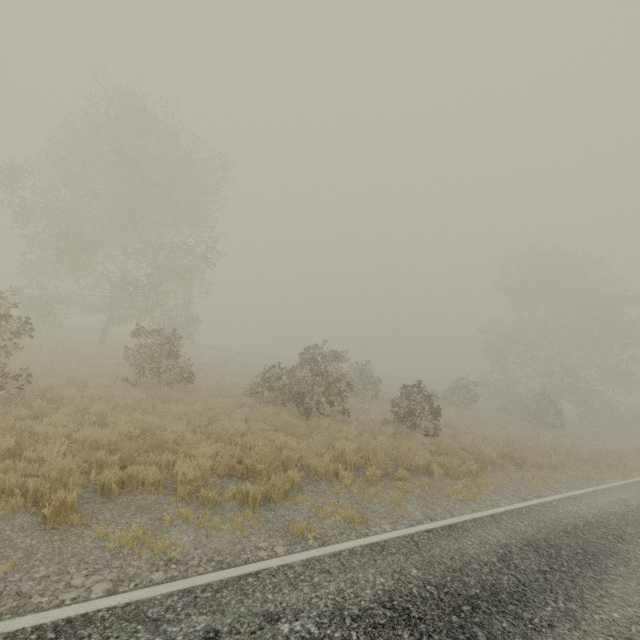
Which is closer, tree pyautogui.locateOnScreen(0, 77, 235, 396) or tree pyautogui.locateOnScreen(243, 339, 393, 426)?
tree pyautogui.locateOnScreen(243, 339, 393, 426)

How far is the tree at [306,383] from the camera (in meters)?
14.20

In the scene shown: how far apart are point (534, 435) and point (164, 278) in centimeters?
2636cm

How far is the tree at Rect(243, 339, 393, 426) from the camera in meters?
14.2

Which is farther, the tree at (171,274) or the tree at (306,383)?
the tree at (171,274)
